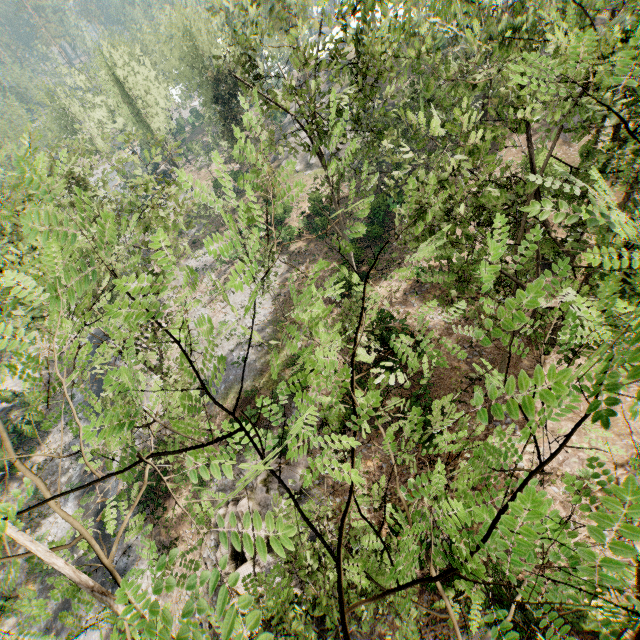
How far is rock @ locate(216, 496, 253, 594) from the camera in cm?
1444

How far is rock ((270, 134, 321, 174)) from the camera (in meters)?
44.06

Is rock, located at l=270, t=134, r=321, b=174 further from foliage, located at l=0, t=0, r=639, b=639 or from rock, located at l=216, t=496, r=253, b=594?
rock, located at l=216, t=496, r=253, b=594

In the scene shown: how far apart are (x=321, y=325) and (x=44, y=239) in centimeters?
191cm

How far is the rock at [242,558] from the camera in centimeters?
1444cm

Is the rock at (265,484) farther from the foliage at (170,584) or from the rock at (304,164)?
the rock at (304,164)

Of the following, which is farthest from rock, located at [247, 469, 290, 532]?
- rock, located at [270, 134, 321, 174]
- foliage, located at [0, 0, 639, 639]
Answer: rock, located at [270, 134, 321, 174]
